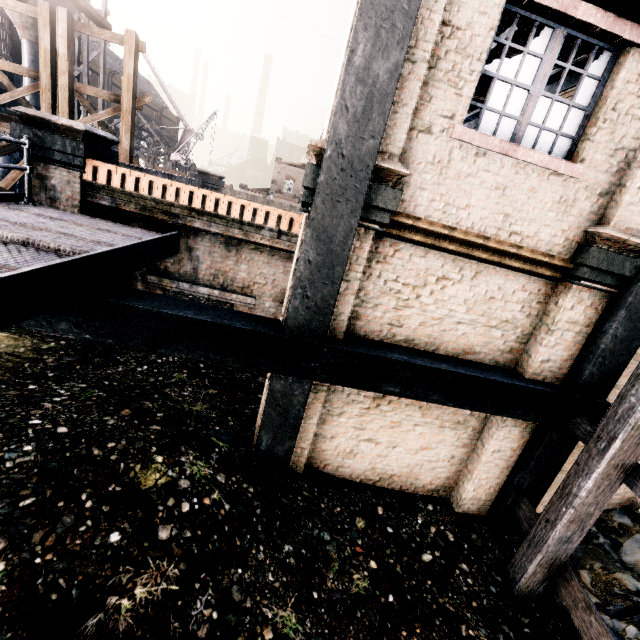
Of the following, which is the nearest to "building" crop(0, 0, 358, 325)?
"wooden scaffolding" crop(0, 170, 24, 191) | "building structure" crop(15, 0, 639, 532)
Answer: "building structure" crop(15, 0, 639, 532)

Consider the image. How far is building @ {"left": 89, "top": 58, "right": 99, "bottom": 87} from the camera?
56.12m

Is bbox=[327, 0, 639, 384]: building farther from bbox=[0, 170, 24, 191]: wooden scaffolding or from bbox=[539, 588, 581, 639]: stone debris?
bbox=[0, 170, 24, 191]: wooden scaffolding

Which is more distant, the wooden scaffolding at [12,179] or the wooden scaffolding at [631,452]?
the wooden scaffolding at [12,179]

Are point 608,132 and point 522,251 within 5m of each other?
yes

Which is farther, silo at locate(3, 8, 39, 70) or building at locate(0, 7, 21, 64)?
building at locate(0, 7, 21, 64)

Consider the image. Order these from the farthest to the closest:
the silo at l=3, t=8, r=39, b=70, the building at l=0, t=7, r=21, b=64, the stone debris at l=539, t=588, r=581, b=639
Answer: the building at l=0, t=7, r=21, b=64 → the silo at l=3, t=8, r=39, b=70 → the stone debris at l=539, t=588, r=581, b=639

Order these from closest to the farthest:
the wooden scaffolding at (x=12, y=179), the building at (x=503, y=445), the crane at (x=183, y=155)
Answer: the building at (x=503, y=445) → the wooden scaffolding at (x=12, y=179) → the crane at (x=183, y=155)
